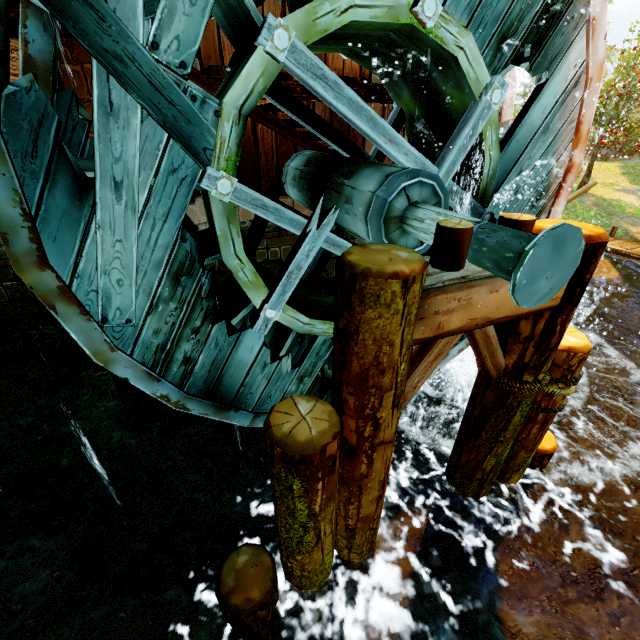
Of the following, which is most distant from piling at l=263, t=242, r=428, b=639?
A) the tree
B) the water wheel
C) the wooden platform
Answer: the tree

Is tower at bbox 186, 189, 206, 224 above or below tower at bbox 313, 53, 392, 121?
below

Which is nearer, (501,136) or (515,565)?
(501,136)

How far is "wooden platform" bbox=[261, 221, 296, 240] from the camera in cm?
500

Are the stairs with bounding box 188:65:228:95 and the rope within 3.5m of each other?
no

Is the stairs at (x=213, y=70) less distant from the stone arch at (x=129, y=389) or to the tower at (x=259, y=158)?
the tower at (x=259, y=158)

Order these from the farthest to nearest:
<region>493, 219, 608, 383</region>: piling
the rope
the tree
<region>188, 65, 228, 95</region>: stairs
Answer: the tree → <region>188, 65, 228, 95</region>: stairs → the rope → <region>493, 219, 608, 383</region>: piling

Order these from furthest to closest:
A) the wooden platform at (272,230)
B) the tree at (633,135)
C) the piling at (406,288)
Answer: the tree at (633,135)
the wooden platform at (272,230)
the piling at (406,288)
